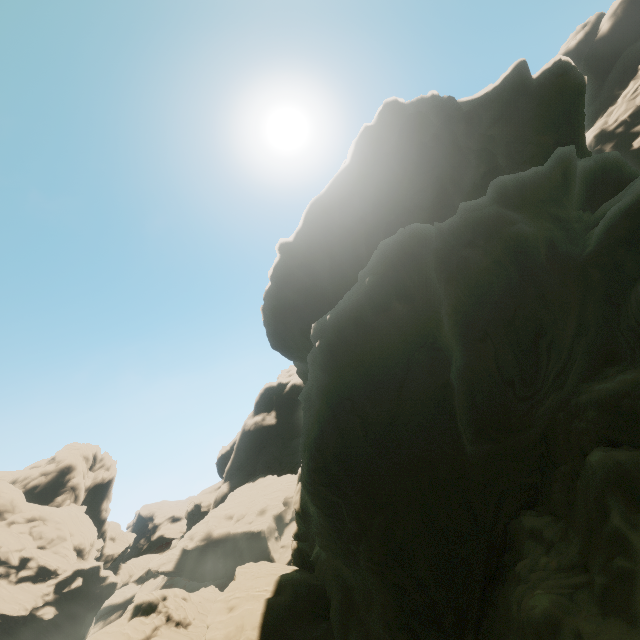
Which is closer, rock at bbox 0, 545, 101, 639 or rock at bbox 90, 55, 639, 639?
rock at bbox 90, 55, 639, 639

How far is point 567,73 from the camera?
36.6m

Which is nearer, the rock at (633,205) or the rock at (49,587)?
the rock at (633,205)
